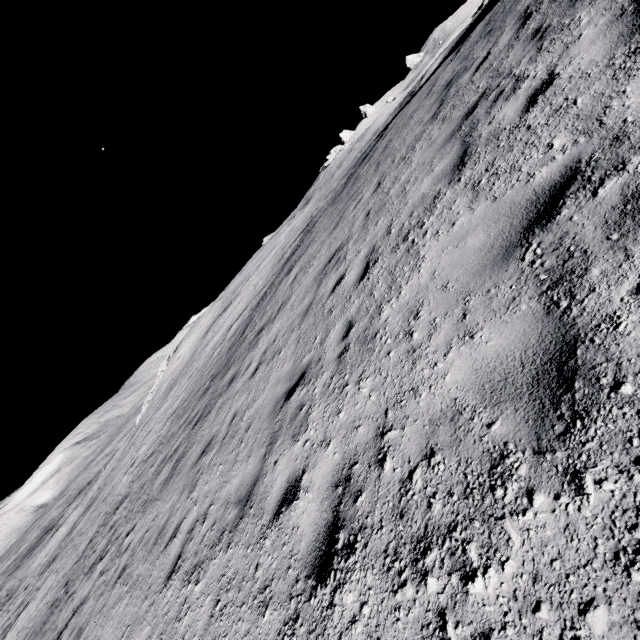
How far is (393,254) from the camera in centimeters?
507cm
